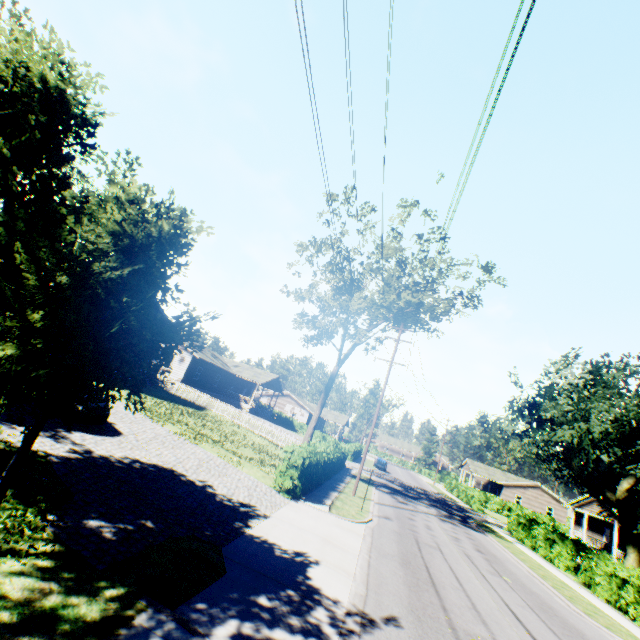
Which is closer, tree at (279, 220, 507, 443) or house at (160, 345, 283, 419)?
tree at (279, 220, 507, 443)

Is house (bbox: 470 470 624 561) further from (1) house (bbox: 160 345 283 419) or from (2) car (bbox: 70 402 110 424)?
(2) car (bbox: 70 402 110 424)

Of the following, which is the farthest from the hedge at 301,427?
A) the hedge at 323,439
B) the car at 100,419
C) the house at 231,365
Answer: the car at 100,419

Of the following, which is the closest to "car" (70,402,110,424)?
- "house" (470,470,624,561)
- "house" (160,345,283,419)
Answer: "house" (160,345,283,419)

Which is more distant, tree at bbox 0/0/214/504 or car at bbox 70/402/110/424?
car at bbox 70/402/110/424

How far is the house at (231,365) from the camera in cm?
3778

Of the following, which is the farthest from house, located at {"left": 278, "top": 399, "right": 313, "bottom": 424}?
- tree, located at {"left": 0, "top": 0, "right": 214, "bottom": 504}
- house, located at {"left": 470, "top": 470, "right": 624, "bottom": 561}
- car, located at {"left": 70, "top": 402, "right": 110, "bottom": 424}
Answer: house, located at {"left": 470, "top": 470, "right": 624, "bottom": 561}

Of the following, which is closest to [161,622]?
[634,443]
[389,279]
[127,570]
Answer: [127,570]
